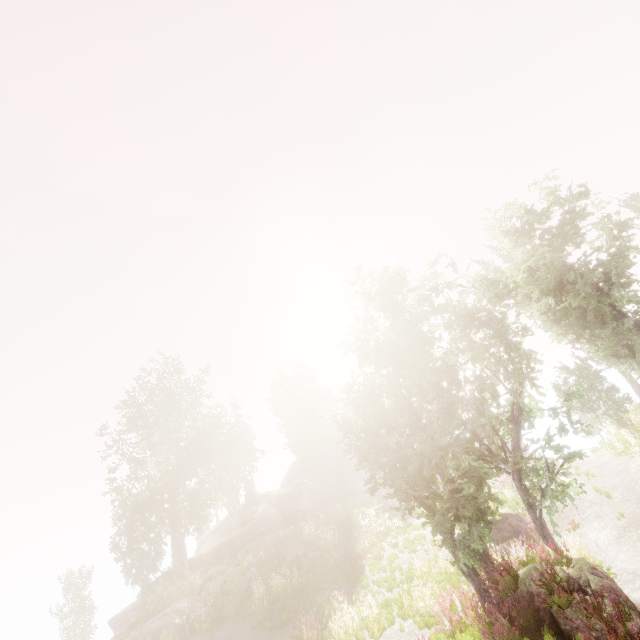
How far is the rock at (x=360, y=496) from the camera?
27.3 meters

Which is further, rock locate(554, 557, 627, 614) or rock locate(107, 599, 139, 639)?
rock locate(107, 599, 139, 639)

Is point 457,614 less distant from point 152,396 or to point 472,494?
point 472,494

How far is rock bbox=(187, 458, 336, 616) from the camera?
20.5m

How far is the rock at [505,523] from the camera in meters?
14.8 m

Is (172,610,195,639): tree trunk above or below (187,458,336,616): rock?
below

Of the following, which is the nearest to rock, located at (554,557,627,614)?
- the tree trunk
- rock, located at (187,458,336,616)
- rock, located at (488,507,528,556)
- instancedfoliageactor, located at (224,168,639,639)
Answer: instancedfoliageactor, located at (224,168,639,639)

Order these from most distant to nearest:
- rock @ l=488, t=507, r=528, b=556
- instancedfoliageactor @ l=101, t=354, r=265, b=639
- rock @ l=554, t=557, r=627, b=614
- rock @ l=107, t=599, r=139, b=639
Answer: rock @ l=107, t=599, r=139, b=639
instancedfoliageactor @ l=101, t=354, r=265, b=639
rock @ l=488, t=507, r=528, b=556
rock @ l=554, t=557, r=627, b=614
